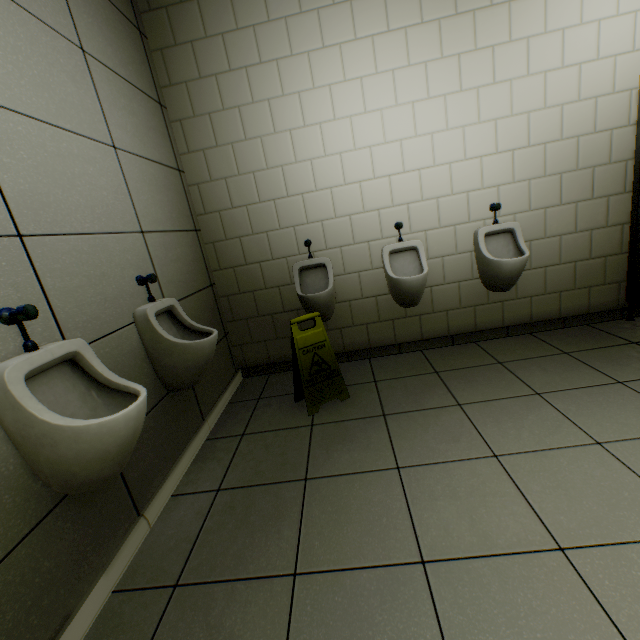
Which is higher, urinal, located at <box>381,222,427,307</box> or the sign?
urinal, located at <box>381,222,427,307</box>

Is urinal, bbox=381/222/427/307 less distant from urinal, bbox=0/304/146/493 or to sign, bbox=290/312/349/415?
sign, bbox=290/312/349/415

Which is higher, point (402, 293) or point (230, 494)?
point (402, 293)

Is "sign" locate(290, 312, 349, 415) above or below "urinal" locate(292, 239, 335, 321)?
below

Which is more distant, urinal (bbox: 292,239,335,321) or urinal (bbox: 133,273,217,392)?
urinal (bbox: 292,239,335,321)

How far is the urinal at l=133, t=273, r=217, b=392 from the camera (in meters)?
1.80

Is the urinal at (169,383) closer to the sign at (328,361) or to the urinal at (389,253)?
the sign at (328,361)

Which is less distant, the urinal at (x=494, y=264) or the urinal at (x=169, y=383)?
the urinal at (x=169, y=383)
